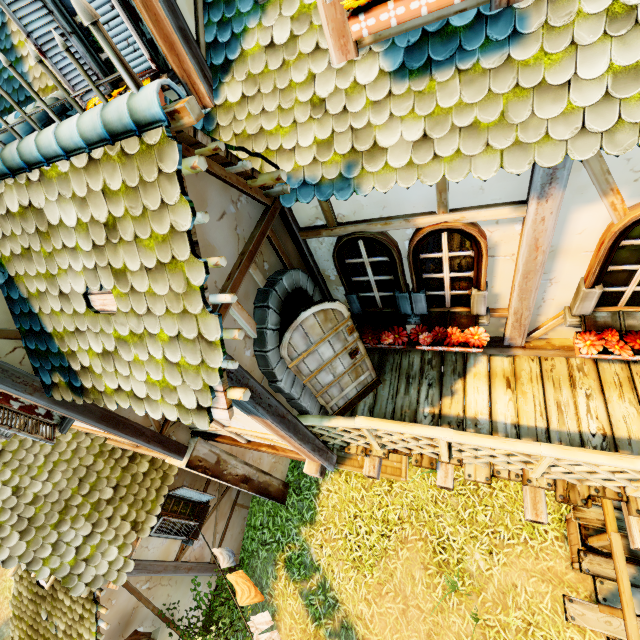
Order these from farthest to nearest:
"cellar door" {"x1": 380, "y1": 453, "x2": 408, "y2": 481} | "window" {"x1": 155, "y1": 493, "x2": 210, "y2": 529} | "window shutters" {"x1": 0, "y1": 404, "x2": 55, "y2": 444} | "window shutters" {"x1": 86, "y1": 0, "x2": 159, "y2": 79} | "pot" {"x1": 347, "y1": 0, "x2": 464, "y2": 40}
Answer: "cellar door" {"x1": 380, "y1": 453, "x2": 408, "y2": 481}, "window" {"x1": 155, "y1": 493, "x2": 210, "y2": 529}, "window shutters" {"x1": 0, "y1": 404, "x2": 55, "y2": 444}, "window shutters" {"x1": 86, "y1": 0, "x2": 159, "y2": 79}, "pot" {"x1": 347, "y1": 0, "x2": 464, "y2": 40}

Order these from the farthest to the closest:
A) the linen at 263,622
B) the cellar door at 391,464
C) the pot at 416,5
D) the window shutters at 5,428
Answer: the cellar door at 391,464, the linen at 263,622, the window shutters at 5,428, the pot at 416,5

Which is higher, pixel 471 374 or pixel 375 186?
pixel 375 186

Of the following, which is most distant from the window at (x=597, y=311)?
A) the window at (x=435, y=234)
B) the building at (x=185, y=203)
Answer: the window at (x=435, y=234)

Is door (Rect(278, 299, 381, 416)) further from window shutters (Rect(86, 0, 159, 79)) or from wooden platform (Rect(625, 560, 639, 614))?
wooden platform (Rect(625, 560, 639, 614))

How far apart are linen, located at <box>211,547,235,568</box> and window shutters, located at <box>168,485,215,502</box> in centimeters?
95cm

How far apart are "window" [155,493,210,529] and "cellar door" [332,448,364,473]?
3.0m

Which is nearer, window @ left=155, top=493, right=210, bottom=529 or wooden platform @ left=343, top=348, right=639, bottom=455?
wooden platform @ left=343, top=348, right=639, bottom=455
